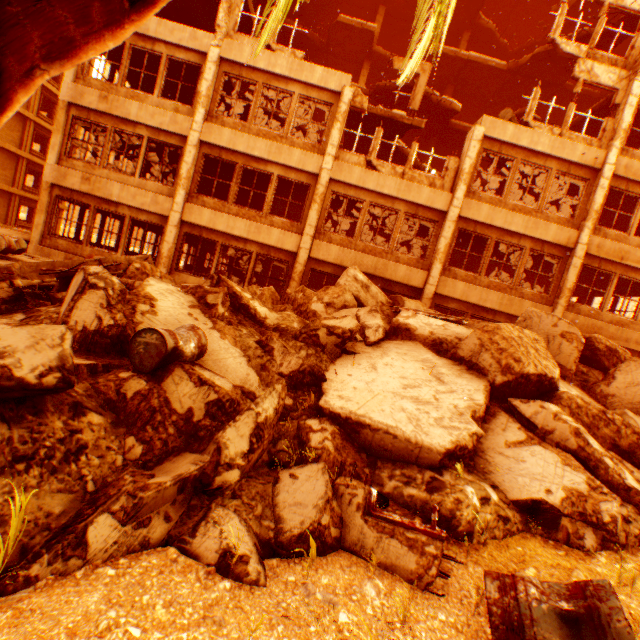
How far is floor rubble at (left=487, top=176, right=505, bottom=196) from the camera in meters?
15.2 m

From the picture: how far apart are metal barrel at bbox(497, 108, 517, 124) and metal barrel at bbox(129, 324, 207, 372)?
14.0m

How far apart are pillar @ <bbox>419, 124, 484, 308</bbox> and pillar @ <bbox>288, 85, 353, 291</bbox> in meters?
4.6

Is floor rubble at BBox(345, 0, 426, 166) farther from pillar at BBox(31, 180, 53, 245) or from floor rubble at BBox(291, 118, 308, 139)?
floor rubble at BBox(291, 118, 308, 139)

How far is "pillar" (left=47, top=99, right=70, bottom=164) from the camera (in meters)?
11.80

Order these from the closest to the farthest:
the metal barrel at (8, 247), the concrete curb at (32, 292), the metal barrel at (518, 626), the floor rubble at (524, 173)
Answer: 1. the metal barrel at (518, 626)
2. the concrete curb at (32, 292)
3. the metal barrel at (8, 247)
4. the floor rubble at (524, 173)

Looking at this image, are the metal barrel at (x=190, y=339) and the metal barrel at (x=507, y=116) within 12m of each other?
no

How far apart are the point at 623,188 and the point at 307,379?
14.65m
